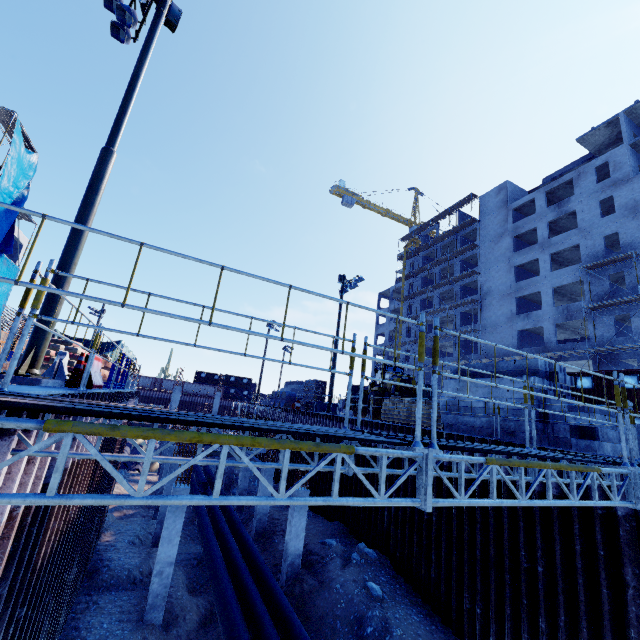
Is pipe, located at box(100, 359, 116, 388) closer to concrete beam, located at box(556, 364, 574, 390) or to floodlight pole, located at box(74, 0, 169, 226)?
floodlight pole, located at box(74, 0, 169, 226)

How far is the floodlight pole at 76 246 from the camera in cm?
706

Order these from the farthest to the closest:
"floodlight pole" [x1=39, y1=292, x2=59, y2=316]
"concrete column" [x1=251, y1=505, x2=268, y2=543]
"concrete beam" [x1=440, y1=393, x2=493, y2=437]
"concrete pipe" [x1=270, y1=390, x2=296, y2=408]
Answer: "concrete pipe" [x1=270, y1=390, x2=296, y2=408], "concrete column" [x1=251, y1=505, x2=268, y2=543], "concrete beam" [x1=440, y1=393, x2=493, y2=437], "floodlight pole" [x1=39, y1=292, x2=59, y2=316]

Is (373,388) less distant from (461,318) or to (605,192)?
(461,318)

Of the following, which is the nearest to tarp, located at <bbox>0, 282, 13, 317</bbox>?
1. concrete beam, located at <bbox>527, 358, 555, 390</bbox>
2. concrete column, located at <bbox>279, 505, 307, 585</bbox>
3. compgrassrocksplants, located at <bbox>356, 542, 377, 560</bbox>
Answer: concrete column, located at <bbox>279, 505, 307, 585</bbox>

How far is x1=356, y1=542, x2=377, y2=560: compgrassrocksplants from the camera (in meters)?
13.89

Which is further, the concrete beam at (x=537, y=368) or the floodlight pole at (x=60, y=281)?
the concrete beam at (x=537, y=368)

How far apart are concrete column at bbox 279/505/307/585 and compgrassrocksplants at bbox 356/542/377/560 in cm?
221
